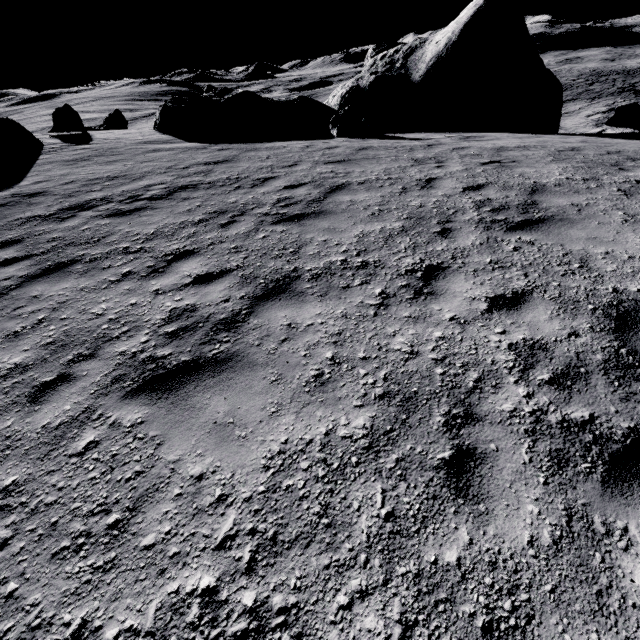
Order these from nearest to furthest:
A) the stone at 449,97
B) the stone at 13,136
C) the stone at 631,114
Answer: the stone at 13,136 < the stone at 631,114 < the stone at 449,97

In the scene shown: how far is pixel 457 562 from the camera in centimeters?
199cm

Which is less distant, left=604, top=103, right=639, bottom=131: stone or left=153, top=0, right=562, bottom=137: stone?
left=604, top=103, right=639, bottom=131: stone

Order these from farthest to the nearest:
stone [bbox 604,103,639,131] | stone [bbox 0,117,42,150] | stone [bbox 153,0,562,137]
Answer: stone [bbox 153,0,562,137] → stone [bbox 604,103,639,131] → stone [bbox 0,117,42,150]

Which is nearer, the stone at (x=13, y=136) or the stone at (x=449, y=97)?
the stone at (x=13, y=136)

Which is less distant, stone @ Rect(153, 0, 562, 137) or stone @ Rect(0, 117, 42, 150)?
stone @ Rect(0, 117, 42, 150)

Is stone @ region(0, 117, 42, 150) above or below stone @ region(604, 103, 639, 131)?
above
